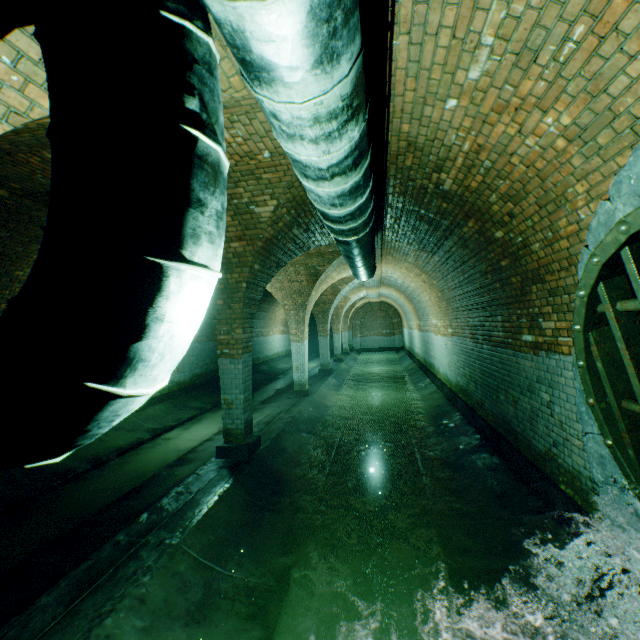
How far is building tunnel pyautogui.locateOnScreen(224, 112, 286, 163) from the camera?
3.1 meters

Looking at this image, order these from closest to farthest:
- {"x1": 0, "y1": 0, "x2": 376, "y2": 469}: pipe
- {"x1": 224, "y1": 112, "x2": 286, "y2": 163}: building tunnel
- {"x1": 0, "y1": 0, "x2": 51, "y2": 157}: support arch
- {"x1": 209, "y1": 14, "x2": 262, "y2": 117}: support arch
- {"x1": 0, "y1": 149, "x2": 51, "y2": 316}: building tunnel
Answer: {"x1": 0, "y1": 0, "x2": 376, "y2": 469}: pipe → {"x1": 0, "y1": 0, "x2": 51, "y2": 157}: support arch → {"x1": 209, "y1": 14, "x2": 262, "y2": 117}: support arch → {"x1": 224, "y1": 112, "x2": 286, "y2": 163}: building tunnel → {"x1": 0, "y1": 149, "x2": 51, "y2": 316}: building tunnel

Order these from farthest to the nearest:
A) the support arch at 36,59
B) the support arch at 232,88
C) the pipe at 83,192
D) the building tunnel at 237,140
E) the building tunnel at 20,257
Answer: the building tunnel at 20,257, the building tunnel at 237,140, the support arch at 232,88, the support arch at 36,59, the pipe at 83,192

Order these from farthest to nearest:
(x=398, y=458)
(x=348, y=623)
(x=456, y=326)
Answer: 1. (x=456, y=326)
2. (x=398, y=458)
3. (x=348, y=623)

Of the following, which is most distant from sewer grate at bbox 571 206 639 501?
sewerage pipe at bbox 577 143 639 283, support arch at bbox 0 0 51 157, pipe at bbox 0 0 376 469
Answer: support arch at bbox 0 0 51 157

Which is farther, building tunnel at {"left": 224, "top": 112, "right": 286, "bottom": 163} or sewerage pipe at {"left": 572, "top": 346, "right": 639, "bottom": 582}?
building tunnel at {"left": 224, "top": 112, "right": 286, "bottom": 163}

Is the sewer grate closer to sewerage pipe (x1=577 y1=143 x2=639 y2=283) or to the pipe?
sewerage pipe (x1=577 y1=143 x2=639 y2=283)

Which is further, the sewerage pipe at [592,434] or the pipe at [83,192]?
the sewerage pipe at [592,434]
